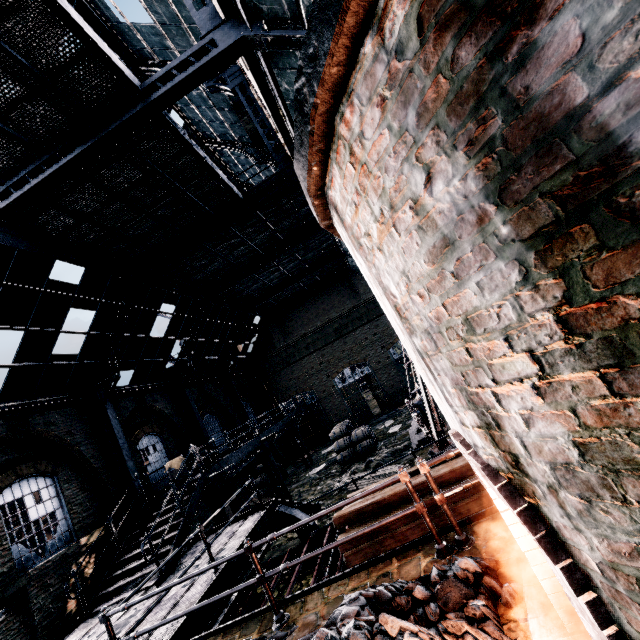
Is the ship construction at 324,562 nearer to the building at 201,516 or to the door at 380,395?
the building at 201,516

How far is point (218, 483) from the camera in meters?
13.4

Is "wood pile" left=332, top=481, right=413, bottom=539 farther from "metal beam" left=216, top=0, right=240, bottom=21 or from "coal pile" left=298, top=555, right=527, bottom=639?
"metal beam" left=216, top=0, right=240, bottom=21

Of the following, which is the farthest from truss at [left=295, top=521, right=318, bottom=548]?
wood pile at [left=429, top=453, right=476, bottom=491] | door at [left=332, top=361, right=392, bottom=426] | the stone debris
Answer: door at [left=332, top=361, right=392, bottom=426]

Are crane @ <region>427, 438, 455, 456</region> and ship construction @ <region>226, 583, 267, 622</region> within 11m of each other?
yes

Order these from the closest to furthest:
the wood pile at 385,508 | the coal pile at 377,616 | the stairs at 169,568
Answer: the coal pile at 377,616 → the wood pile at 385,508 → the stairs at 169,568

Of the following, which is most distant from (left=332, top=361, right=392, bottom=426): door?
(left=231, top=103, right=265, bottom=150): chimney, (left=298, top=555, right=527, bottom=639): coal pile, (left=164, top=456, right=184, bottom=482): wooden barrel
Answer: (left=298, top=555, right=527, bottom=639): coal pile

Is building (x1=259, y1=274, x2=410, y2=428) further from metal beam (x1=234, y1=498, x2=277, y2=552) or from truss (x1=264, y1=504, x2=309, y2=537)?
truss (x1=264, y1=504, x2=309, y2=537)
